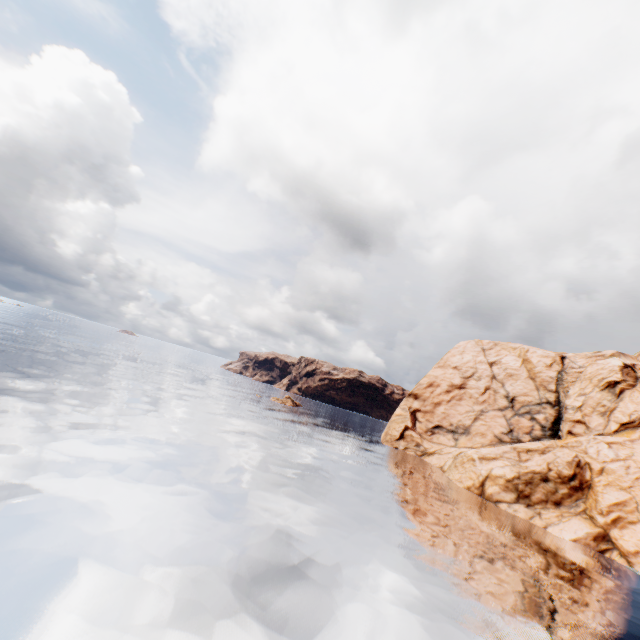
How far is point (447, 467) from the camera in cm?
4791
